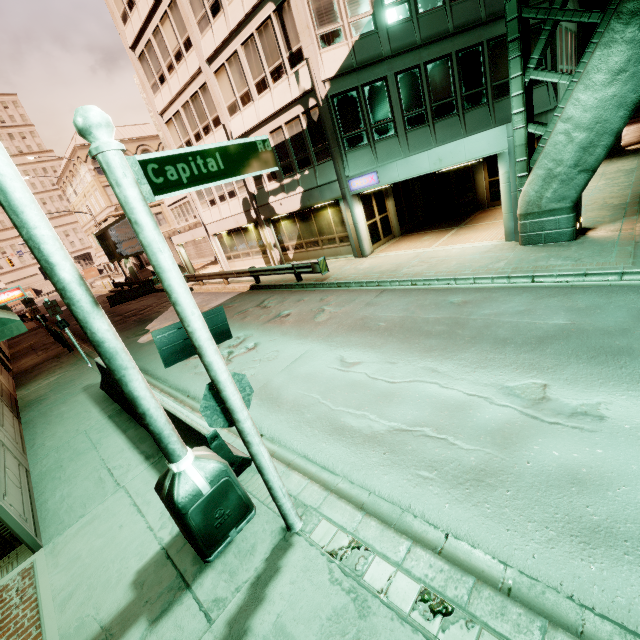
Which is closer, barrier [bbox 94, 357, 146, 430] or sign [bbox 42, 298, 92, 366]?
barrier [bbox 94, 357, 146, 430]

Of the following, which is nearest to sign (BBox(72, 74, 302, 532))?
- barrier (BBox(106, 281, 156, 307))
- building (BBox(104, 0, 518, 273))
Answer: building (BBox(104, 0, 518, 273))

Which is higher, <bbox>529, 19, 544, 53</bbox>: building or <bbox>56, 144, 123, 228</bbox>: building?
<bbox>56, 144, 123, 228</bbox>: building

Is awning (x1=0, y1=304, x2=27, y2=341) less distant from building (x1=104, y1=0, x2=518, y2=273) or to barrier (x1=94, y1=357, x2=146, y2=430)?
barrier (x1=94, y1=357, x2=146, y2=430)

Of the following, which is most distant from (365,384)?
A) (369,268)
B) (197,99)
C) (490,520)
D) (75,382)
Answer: (197,99)

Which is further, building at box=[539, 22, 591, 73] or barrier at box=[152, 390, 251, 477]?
building at box=[539, 22, 591, 73]

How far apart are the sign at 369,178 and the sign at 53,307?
12.86m

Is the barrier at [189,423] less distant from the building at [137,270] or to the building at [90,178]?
the building at [137,270]
